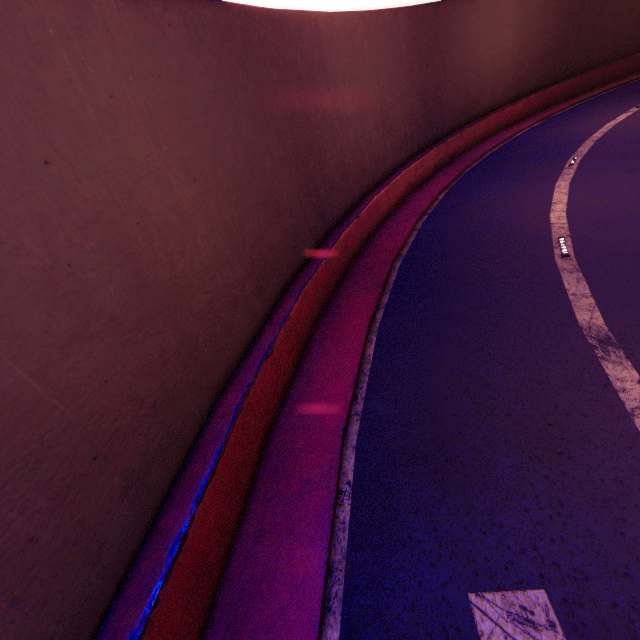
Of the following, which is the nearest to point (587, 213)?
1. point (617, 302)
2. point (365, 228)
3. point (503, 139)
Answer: point (617, 302)
